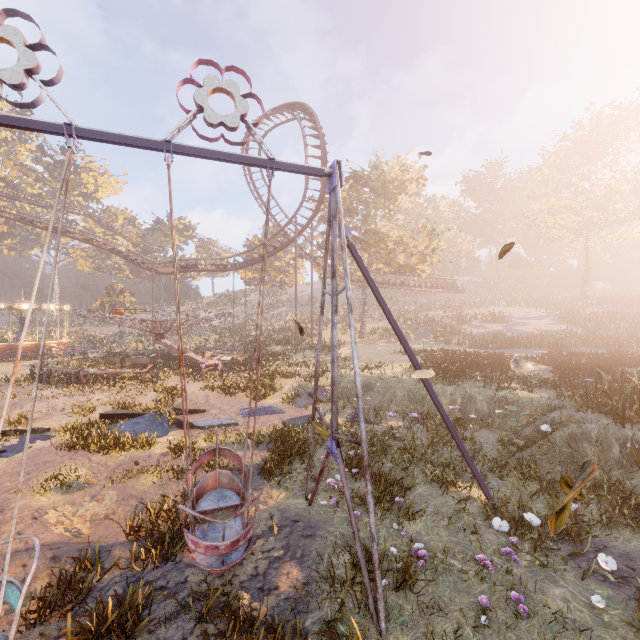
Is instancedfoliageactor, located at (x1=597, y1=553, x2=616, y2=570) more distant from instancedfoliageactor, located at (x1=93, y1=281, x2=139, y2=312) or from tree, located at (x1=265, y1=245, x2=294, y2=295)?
tree, located at (x1=265, y1=245, x2=294, y2=295)

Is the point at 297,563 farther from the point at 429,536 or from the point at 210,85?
the point at 210,85

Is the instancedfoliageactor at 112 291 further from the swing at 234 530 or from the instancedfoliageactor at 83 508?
the instancedfoliageactor at 83 508

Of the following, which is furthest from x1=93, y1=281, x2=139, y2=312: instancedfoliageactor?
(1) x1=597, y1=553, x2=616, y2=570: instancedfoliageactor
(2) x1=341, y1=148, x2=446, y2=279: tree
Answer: (1) x1=597, y1=553, x2=616, y2=570: instancedfoliageactor

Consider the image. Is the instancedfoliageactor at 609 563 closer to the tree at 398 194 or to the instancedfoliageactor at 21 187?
the tree at 398 194

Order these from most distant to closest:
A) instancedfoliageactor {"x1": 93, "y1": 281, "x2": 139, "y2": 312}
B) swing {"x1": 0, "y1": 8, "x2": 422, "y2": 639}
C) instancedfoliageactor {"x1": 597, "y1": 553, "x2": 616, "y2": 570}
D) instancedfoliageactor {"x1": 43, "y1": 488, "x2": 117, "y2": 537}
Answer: instancedfoliageactor {"x1": 93, "y1": 281, "x2": 139, "y2": 312}
instancedfoliageactor {"x1": 43, "y1": 488, "x2": 117, "y2": 537}
instancedfoliageactor {"x1": 597, "y1": 553, "x2": 616, "y2": 570}
swing {"x1": 0, "y1": 8, "x2": 422, "y2": 639}

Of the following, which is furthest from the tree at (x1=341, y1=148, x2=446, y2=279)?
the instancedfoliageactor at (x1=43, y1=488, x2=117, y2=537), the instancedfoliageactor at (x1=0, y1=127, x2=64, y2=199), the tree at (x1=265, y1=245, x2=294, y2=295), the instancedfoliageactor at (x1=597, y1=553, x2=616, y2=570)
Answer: the instancedfoliageactor at (x1=597, y1=553, x2=616, y2=570)

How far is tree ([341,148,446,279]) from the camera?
33.2 meters
